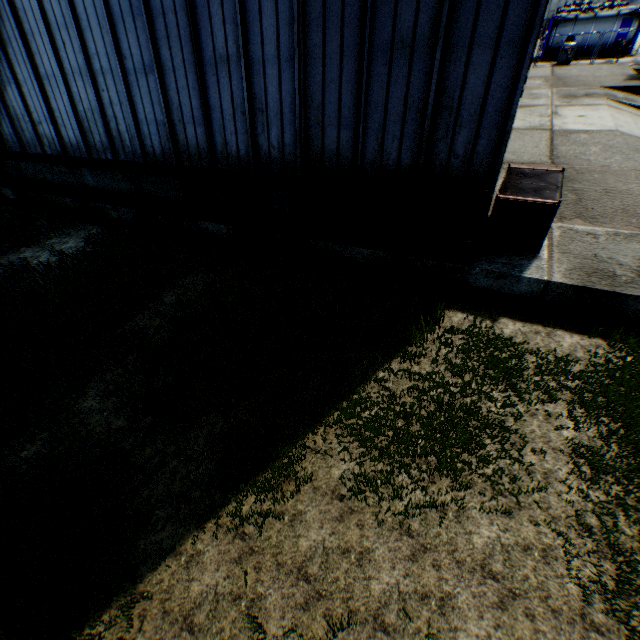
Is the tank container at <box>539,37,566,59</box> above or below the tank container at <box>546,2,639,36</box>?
below

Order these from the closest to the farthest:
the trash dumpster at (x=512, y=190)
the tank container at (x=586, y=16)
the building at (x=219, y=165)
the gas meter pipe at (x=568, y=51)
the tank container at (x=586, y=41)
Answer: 1. the building at (x=219, y=165)
2. the trash dumpster at (x=512, y=190)
3. the gas meter pipe at (x=568, y=51)
4. the tank container at (x=586, y=16)
5. the tank container at (x=586, y=41)

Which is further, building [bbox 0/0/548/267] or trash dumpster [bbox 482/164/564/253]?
trash dumpster [bbox 482/164/564/253]

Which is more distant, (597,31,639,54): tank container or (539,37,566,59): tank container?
(539,37,566,59): tank container

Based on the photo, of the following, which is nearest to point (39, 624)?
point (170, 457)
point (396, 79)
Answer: point (170, 457)

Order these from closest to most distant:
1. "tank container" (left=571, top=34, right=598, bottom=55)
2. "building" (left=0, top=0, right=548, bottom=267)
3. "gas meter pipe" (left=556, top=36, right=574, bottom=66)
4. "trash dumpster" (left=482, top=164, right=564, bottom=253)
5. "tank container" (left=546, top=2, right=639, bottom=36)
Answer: "building" (left=0, top=0, right=548, bottom=267)
"trash dumpster" (left=482, top=164, right=564, bottom=253)
"gas meter pipe" (left=556, top=36, right=574, bottom=66)
"tank container" (left=546, top=2, right=639, bottom=36)
"tank container" (left=571, top=34, right=598, bottom=55)

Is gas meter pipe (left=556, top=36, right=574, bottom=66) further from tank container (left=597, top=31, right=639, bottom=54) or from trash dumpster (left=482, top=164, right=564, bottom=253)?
trash dumpster (left=482, top=164, right=564, bottom=253)

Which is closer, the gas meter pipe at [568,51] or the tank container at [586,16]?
the gas meter pipe at [568,51]
